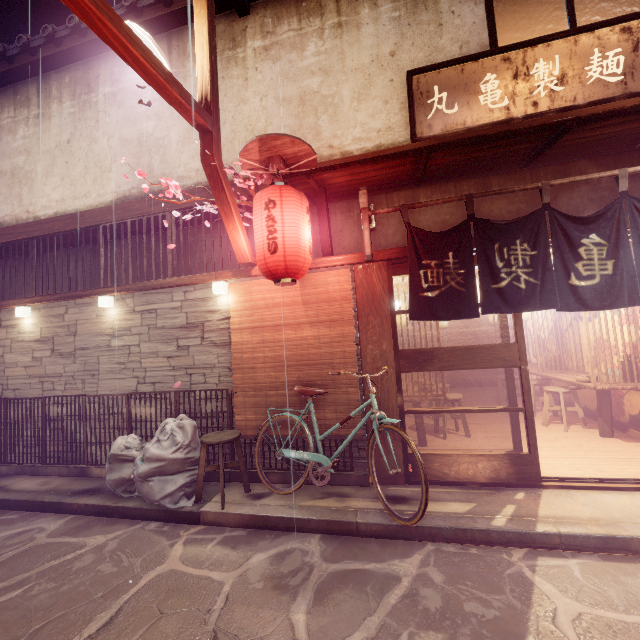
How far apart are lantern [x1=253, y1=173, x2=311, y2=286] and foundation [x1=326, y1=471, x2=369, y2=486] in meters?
4.5 m

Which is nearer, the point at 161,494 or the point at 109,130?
the point at 161,494

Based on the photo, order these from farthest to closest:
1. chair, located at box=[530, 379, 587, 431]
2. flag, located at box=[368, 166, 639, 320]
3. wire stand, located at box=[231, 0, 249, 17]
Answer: chair, located at box=[530, 379, 587, 431]
wire stand, located at box=[231, 0, 249, 17]
flag, located at box=[368, 166, 639, 320]

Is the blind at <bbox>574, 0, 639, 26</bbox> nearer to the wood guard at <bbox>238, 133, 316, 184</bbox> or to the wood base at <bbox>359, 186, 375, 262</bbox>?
the wood base at <bbox>359, 186, 375, 262</bbox>

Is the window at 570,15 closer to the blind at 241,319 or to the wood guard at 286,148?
the wood guard at 286,148

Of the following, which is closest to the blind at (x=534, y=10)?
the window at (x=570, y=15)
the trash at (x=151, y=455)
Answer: the window at (x=570, y=15)

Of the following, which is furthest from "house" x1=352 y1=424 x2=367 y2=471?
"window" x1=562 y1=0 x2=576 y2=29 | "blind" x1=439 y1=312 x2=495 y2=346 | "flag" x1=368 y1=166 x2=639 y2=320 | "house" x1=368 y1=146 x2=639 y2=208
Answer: "blind" x1=439 y1=312 x2=495 y2=346

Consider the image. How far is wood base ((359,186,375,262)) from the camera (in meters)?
7.11
